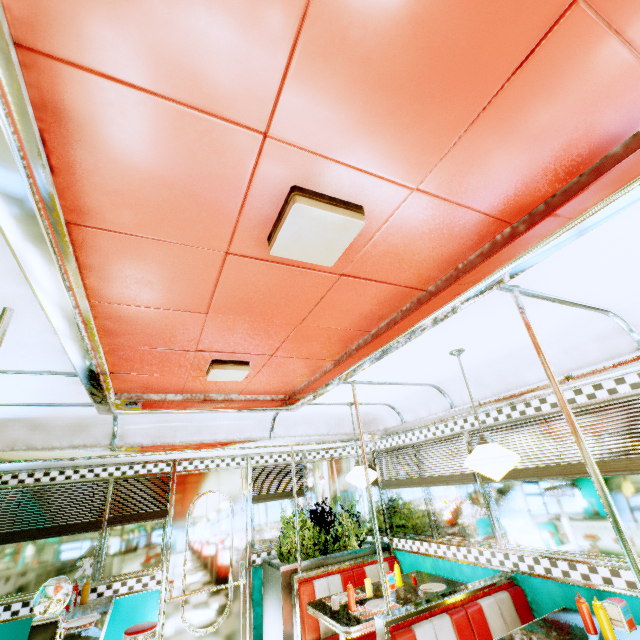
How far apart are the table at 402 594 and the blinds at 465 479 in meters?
1.0 m

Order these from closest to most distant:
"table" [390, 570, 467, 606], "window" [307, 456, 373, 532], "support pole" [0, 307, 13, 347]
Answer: "support pole" [0, 307, 13, 347], "table" [390, 570, 467, 606], "window" [307, 456, 373, 532]

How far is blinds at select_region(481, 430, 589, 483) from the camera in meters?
2.9

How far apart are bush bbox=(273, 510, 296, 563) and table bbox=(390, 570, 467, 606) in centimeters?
91cm

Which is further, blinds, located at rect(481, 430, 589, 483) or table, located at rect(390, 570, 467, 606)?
table, located at rect(390, 570, 467, 606)

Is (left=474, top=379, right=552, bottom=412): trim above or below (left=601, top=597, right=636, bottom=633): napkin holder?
above

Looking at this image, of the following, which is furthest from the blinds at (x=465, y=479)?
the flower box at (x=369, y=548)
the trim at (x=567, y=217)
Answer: the flower box at (x=369, y=548)

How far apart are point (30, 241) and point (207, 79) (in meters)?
0.85
